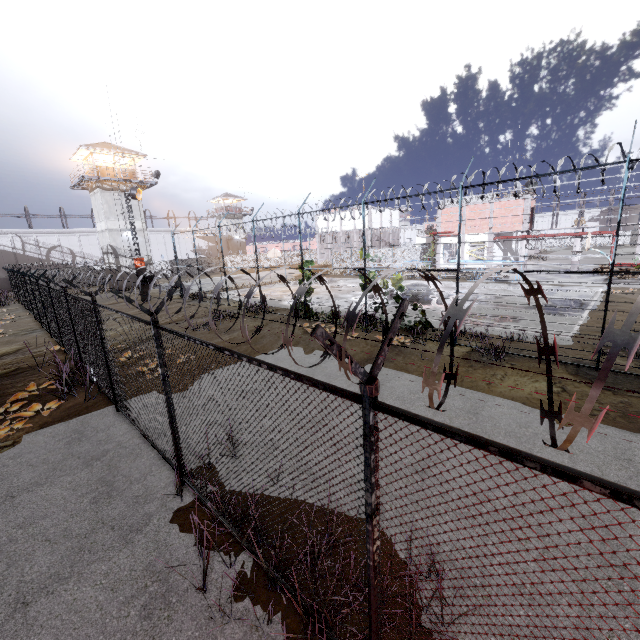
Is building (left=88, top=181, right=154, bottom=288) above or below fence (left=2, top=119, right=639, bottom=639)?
above

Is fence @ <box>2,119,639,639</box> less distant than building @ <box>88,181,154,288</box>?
Yes

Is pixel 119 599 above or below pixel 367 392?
below

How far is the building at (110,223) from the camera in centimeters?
3447cm

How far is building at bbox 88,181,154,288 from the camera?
34.47m

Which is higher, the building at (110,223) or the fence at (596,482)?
the building at (110,223)
